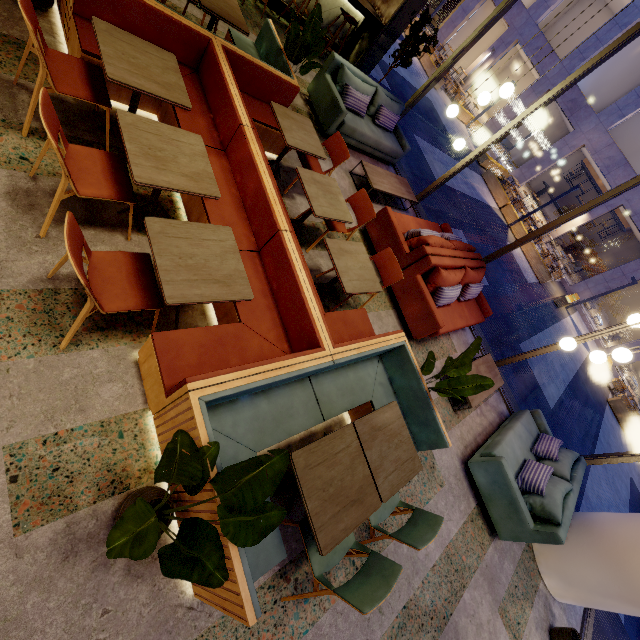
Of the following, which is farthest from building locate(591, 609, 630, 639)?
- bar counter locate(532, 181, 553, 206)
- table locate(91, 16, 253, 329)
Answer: bar counter locate(532, 181, 553, 206)

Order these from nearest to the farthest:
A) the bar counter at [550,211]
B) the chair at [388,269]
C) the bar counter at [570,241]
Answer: the chair at [388,269] < the bar counter at [570,241] < the bar counter at [550,211]

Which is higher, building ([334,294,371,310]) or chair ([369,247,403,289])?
chair ([369,247,403,289])

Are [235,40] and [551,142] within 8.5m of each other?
no

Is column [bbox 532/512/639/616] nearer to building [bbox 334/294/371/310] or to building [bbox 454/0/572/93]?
building [bbox 334/294/371/310]

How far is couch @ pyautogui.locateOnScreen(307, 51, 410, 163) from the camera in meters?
5.6

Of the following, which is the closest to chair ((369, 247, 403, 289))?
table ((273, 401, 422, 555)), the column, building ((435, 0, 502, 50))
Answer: table ((273, 401, 422, 555))

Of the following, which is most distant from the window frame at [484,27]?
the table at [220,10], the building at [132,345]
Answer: the table at [220,10]
